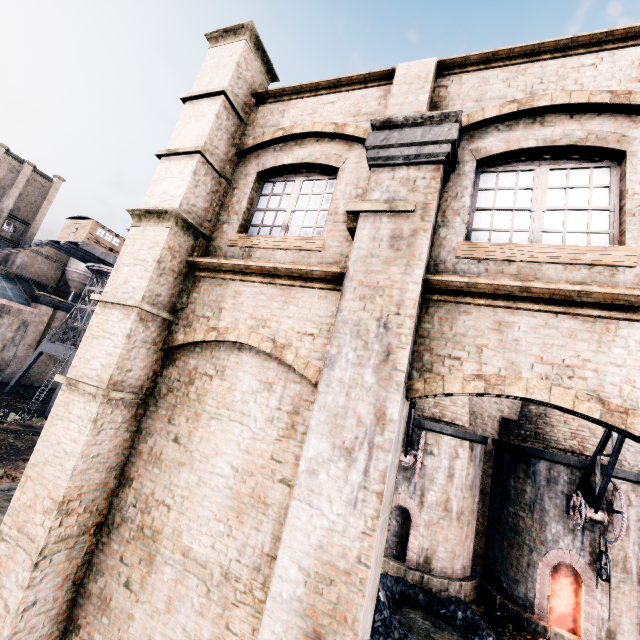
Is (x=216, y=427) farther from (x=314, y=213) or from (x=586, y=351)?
(x=586, y=351)

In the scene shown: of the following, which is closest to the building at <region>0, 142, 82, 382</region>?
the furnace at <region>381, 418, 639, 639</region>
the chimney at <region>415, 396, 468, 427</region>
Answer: the furnace at <region>381, 418, 639, 639</region>

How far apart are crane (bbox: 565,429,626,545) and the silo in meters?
64.5

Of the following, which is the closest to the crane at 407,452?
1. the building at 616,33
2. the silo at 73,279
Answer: the building at 616,33

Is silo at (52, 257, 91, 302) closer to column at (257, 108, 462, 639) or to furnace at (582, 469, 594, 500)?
furnace at (582, 469, 594, 500)

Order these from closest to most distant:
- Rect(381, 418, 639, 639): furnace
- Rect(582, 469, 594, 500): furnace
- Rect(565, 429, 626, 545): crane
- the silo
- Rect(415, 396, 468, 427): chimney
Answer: Rect(565, 429, 626, 545): crane, Rect(381, 418, 639, 639): furnace, Rect(582, 469, 594, 500): furnace, Rect(415, 396, 468, 427): chimney, the silo

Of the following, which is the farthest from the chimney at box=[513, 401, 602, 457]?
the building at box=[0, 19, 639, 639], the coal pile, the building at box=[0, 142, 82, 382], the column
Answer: the building at box=[0, 142, 82, 382]

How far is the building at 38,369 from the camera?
44.5 meters
